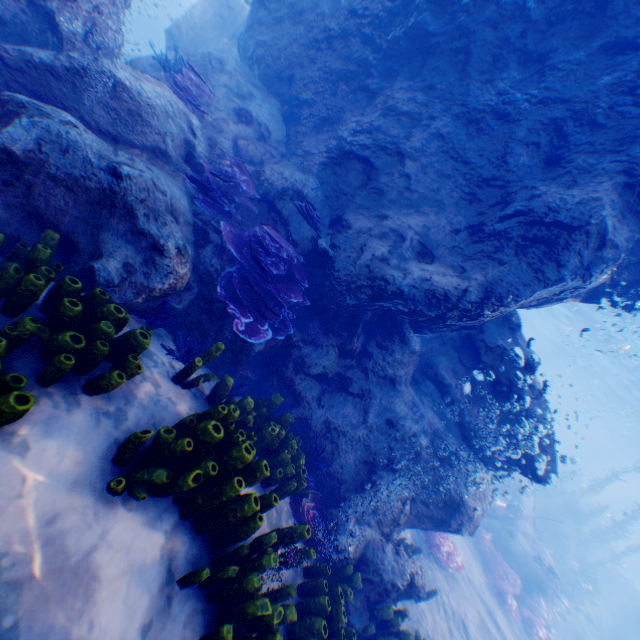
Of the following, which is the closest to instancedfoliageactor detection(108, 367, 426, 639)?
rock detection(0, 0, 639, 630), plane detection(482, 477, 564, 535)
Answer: rock detection(0, 0, 639, 630)

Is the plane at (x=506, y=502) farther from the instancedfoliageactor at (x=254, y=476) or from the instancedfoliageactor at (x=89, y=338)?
the instancedfoliageactor at (x=89, y=338)

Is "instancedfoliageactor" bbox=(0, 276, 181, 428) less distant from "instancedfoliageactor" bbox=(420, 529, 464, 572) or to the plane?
"instancedfoliageactor" bbox=(420, 529, 464, 572)

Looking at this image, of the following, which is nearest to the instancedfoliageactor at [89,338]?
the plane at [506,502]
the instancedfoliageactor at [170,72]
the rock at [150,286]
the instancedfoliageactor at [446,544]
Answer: the rock at [150,286]

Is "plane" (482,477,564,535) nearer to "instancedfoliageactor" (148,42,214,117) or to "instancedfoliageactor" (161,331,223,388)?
"instancedfoliageactor" (161,331,223,388)

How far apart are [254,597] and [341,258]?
5.0m

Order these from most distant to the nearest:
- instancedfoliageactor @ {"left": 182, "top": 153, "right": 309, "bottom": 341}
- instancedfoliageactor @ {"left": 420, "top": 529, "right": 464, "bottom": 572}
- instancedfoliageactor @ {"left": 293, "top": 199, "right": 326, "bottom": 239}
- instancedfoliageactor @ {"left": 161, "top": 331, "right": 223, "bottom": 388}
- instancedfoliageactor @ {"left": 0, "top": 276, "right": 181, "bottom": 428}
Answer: instancedfoliageactor @ {"left": 420, "top": 529, "right": 464, "bottom": 572}
instancedfoliageactor @ {"left": 293, "top": 199, "right": 326, "bottom": 239}
instancedfoliageactor @ {"left": 182, "top": 153, "right": 309, "bottom": 341}
instancedfoliageactor @ {"left": 161, "top": 331, "right": 223, "bottom": 388}
instancedfoliageactor @ {"left": 0, "top": 276, "right": 181, "bottom": 428}

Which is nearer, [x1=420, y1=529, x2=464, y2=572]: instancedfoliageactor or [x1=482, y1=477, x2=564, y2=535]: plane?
[x1=420, y1=529, x2=464, y2=572]: instancedfoliageactor
